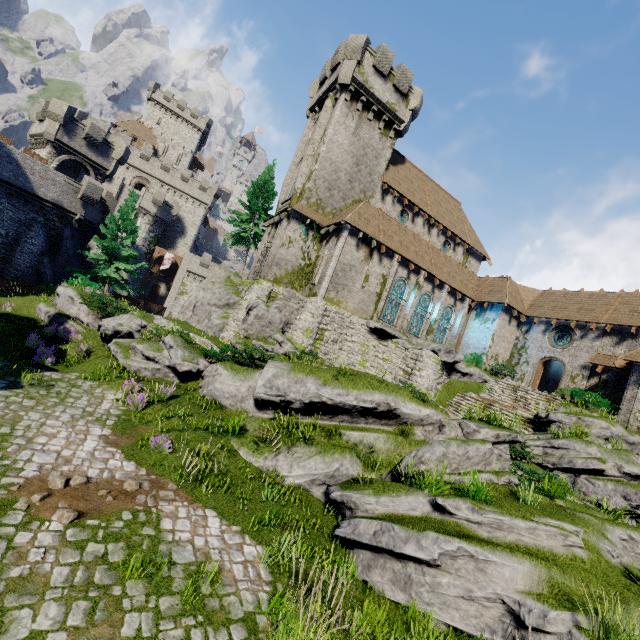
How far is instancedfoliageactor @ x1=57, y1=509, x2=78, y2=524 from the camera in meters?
5.5

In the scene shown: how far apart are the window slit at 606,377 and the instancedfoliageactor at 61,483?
28.27m

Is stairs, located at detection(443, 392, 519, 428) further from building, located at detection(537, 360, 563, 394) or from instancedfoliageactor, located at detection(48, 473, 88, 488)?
instancedfoliageactor, located at detection(48, 473, 88, 488)

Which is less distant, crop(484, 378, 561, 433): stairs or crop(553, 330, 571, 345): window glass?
crop(484, 378, 561, 433): stairs

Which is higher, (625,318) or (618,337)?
(625,318)

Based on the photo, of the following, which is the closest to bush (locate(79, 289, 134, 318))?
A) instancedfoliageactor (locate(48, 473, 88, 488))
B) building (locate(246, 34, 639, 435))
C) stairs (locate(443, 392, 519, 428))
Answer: building (locate(246, 34, 639, 435))

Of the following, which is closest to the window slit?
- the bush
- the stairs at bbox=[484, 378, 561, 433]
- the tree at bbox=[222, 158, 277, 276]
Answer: the stairs at bbox=[484, 378, 561, 433]

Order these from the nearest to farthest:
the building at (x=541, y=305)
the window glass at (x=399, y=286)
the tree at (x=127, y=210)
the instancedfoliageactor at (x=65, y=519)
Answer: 1. the instancedfoliageactor at (x=65, y=519)
2. the building at (x=541, y=305)
3. the window glass at (x=399, y=286)
4. the tree at (x=127, y=210)
